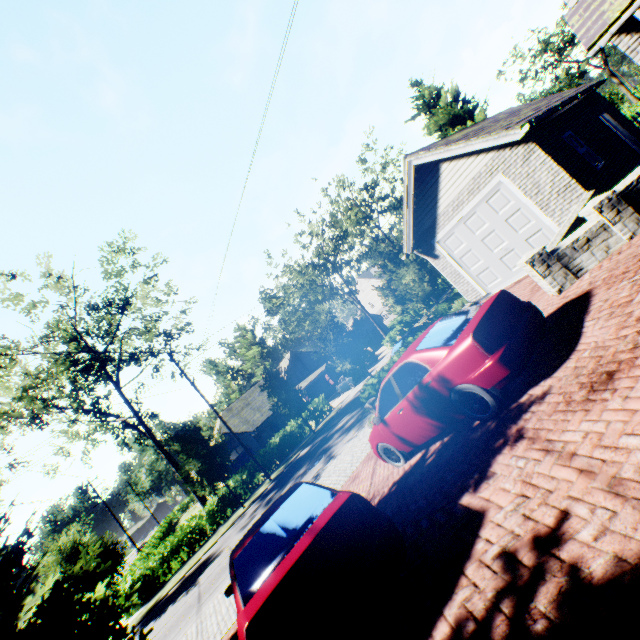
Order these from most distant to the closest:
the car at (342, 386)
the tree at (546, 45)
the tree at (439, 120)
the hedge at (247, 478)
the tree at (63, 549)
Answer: the tree at (546, 45) < the car at (342, 386) < the hedge at (247, 478) < the tree at (439, 120) < the tree at (63, 549)

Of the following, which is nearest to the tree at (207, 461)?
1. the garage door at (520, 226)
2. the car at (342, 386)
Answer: the garage door at (520, 226)

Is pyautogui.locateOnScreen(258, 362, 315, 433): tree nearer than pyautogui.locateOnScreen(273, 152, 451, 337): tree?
No

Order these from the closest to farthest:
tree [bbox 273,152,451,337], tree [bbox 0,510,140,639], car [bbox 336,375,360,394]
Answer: tree [bbox 0,510,140,639] → tree [bbox 273,152,451,337] → car [bbox 336,375,360,394]

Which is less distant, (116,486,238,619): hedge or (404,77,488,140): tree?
(116,486,238,619): hedge

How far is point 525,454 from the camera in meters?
3.6 m

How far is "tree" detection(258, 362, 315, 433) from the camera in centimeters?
2427cm

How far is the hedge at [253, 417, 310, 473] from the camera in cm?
2550
